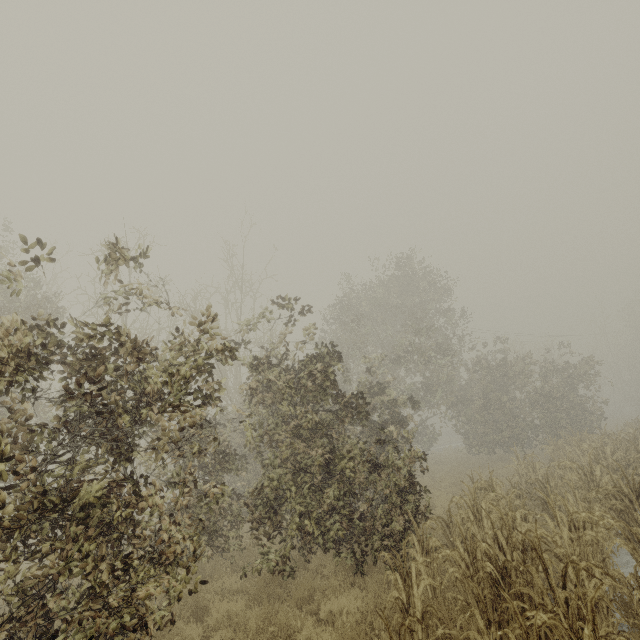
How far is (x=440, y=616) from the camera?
4.1 meters
